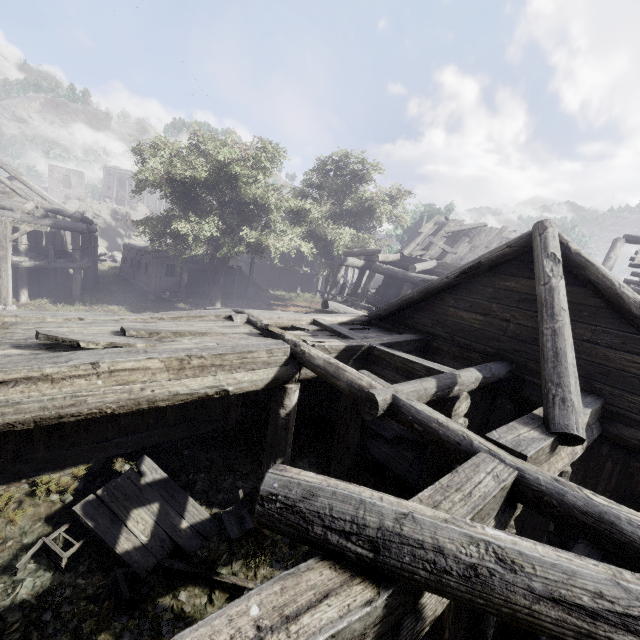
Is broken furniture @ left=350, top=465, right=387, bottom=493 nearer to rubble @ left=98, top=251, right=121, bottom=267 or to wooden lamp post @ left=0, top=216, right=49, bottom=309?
wooden lamp post @ left=0, top=216, right=49, bottom=309

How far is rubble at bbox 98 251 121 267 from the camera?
34.3m

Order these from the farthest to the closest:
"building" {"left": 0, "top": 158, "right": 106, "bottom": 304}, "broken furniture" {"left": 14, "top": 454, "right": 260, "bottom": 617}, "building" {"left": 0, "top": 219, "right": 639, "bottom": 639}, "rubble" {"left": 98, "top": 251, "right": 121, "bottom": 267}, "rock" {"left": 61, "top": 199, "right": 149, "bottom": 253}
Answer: "rock" {"left": 61, "top": 199, "right": 149, "bottom": 253}
"rubble" {"left": 98, "top": 251, "right": 121, "bottom": 267}
"building" {"left": 0, "top": 158, "right": 106, "bottom": 304}
"broken furniture" {"left": 14, "top": 454, "right": 260, "bottom": 617}
"building" {"left": 0, "top": 219, "right": 639, "bottom": 639}

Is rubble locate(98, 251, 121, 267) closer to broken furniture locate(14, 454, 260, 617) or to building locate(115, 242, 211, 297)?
building locate(115, 242, 211, 297)

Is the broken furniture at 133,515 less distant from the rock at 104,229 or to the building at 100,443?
the building at 100,443

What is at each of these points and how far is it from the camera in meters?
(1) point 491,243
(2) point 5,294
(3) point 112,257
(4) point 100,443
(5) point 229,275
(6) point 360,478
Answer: (1) wooden plank rubble, 18.0
(2) wooden lamp post, 13.2
(3) rubble, 35.9
(4) building, 7.0
(5) building, 30.0
(6) broken furniture, 8.2

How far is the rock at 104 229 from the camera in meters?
39.1

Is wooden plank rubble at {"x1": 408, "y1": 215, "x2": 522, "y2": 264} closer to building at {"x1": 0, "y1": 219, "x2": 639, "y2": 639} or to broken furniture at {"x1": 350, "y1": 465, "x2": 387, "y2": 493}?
building at {"x1": 0, "y1": 219, "x2": 639, "y2": 639}
